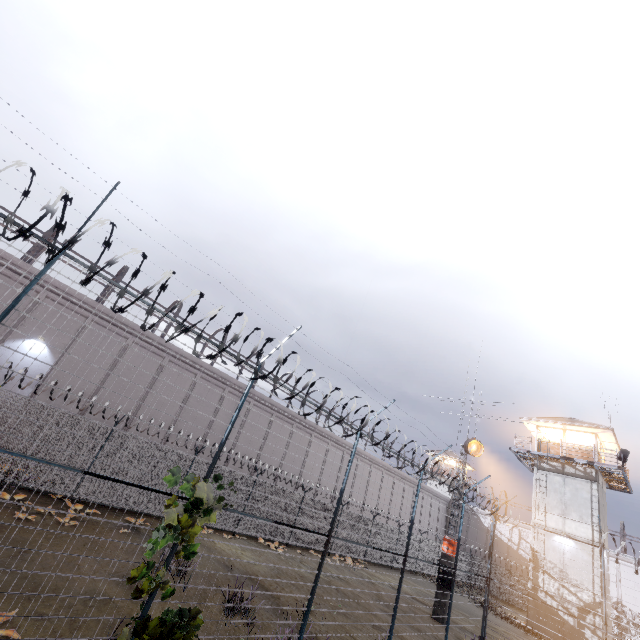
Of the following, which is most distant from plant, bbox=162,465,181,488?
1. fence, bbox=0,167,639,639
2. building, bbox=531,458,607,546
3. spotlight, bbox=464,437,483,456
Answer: building, bbox=531,458,607,546

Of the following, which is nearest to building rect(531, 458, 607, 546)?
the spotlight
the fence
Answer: the fence

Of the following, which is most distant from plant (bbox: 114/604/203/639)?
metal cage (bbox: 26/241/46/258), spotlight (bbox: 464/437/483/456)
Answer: metal cage (bbox: 26/241/46/258)

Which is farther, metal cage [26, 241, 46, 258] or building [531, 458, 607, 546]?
building [531, 458, 607, 546]

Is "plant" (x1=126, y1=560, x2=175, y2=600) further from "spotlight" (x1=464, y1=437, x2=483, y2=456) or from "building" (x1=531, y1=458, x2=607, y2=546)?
"building" (x1=531, y1=458, x2=607, y2=546)

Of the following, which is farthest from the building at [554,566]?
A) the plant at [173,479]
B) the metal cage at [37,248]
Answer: the plant at [173,479]

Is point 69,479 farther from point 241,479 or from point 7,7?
point 7,7

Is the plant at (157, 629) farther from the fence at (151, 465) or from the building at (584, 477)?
the building at (584, 477)
